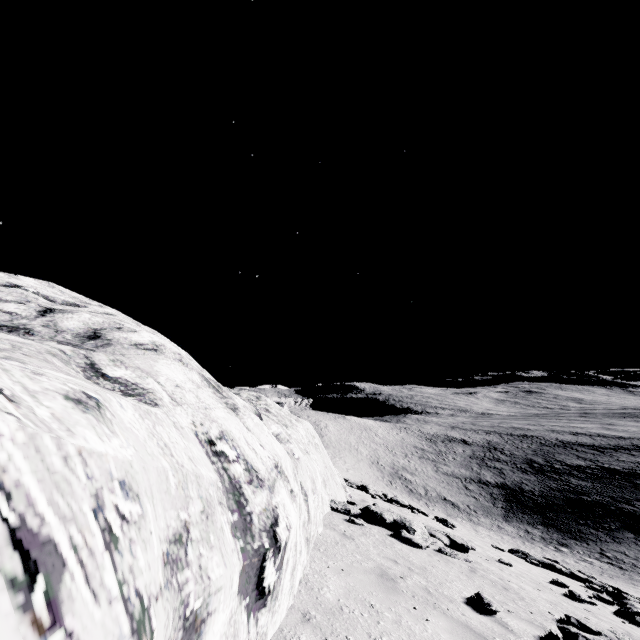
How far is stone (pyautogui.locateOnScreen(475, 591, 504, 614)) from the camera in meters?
5.9 m

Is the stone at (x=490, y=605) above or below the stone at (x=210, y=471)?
below

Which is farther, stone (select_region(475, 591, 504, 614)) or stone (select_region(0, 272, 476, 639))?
stone (select_region(475, 591, 504, 614))

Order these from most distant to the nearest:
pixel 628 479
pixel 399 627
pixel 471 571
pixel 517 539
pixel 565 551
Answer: pixel 628 479 < pixel 517 539 < pixel 565 551 < pixel 471 571 < pixel 399 627

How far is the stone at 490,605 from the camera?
5.91m

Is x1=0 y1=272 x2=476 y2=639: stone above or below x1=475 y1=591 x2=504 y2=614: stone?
above
